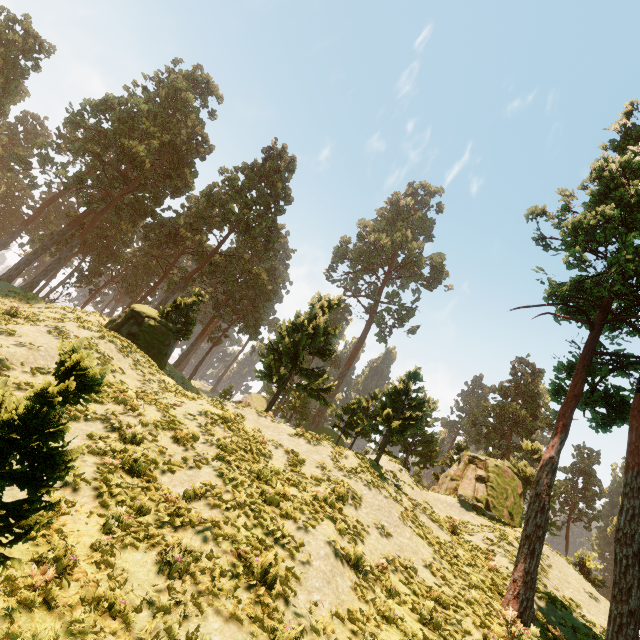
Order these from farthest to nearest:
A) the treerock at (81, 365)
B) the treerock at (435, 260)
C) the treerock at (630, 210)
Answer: the treerock at (435, 260), the treerock at (630, 210), the treerock at (81, 365)

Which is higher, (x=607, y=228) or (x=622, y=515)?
(x=607, y=228)

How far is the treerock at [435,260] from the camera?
53.2 meters

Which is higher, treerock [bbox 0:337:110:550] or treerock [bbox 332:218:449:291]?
treerock [bbox 332:218:449:291]

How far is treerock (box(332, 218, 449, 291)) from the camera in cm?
5325

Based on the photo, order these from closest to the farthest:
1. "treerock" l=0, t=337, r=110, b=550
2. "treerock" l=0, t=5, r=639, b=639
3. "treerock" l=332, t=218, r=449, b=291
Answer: "treerock" l=0, t=337, r=110, b=550
"treerock" l=0, t=5, r=639, b=639
"treerock" l=332, t=218, r=449, b=291

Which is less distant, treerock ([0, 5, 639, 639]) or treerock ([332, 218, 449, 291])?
treerock ([0, 5, 639, 639])
